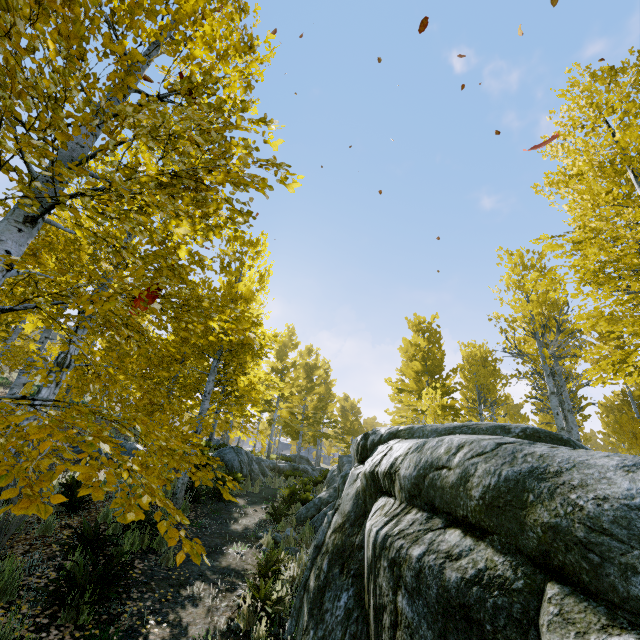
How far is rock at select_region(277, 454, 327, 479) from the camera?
19.6 meters

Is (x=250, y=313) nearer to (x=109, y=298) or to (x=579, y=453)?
(x=109, y=298)

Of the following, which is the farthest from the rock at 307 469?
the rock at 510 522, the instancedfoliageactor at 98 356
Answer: the rock at 510 522

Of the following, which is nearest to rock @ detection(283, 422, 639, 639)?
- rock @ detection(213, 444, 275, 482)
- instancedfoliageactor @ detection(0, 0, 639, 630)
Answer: instancedfoliageactor @ detection(0, 0, 639, 630)

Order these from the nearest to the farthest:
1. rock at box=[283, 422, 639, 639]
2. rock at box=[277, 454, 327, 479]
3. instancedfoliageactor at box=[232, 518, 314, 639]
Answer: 1. rock at box=[283, 422, 639, 639]
2. instancedfoliageactor at box=[232, 518, 314, 639]
3. rock at box=[277, 454, 327, 479]

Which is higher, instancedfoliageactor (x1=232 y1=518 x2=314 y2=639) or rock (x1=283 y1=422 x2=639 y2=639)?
rock (x1=283 y1=422 x2=639 y2=639)

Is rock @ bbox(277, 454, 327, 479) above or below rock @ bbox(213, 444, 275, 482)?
above
